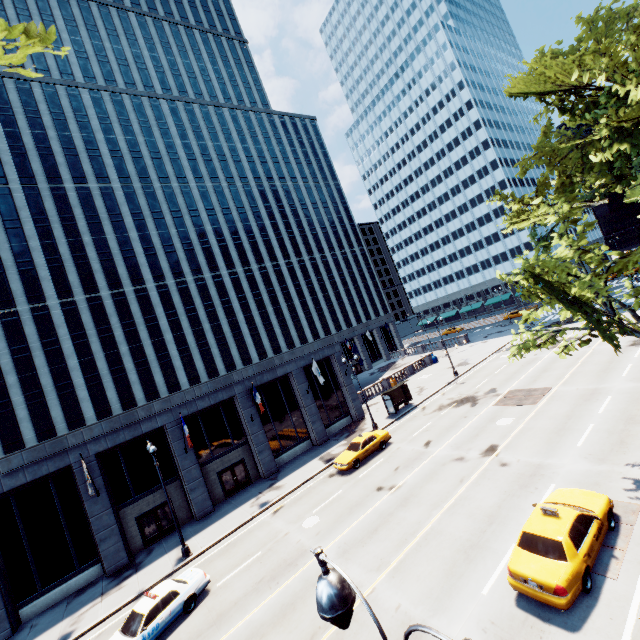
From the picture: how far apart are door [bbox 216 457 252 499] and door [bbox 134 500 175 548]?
3.5m

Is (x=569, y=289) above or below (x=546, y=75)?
below

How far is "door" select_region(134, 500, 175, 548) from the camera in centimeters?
2339cm

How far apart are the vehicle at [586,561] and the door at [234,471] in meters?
22.1 m

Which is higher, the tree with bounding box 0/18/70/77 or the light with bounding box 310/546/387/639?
the tree with bounding box 0/18/70/77

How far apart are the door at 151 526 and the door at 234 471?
3.5m

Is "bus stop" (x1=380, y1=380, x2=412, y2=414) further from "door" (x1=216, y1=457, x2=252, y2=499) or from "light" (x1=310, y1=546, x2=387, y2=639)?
"light" (x1=310, y1=546, x2=387, y2=639)

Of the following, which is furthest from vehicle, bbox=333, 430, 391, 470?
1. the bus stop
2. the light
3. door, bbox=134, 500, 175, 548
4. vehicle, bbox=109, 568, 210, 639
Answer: the light
